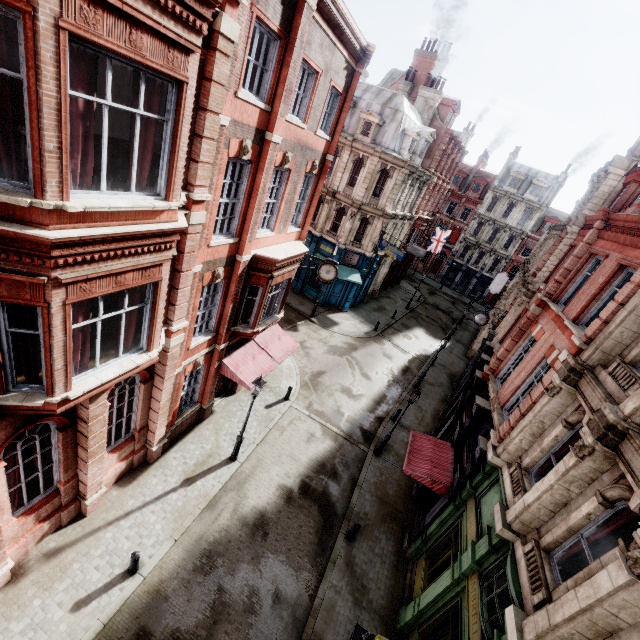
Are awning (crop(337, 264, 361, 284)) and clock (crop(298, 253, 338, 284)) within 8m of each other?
no

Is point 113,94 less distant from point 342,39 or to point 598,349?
point 342,39

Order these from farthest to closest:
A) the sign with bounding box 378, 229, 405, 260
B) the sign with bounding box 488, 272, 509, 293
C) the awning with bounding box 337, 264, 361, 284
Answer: the sign with bounding box 488, 272, 509, 293 → the awning with bounding box 337, 264, 361, 284 → the sign with bounding box 378, 229, 405, 260

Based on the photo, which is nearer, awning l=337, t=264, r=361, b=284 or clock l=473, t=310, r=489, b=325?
clock l=473, t=310, r=489, b=325

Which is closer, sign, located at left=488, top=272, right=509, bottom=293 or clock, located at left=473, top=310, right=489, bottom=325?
clock, located at left=473, top=310, right=489, bottom=325

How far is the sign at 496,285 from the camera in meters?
33.7 m

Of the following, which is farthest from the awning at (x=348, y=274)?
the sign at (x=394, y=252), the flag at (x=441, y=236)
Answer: the flag at (x=441, y=236)

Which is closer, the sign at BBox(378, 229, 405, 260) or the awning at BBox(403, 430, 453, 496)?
the awning at BBox(403, 430, 453, 496)
